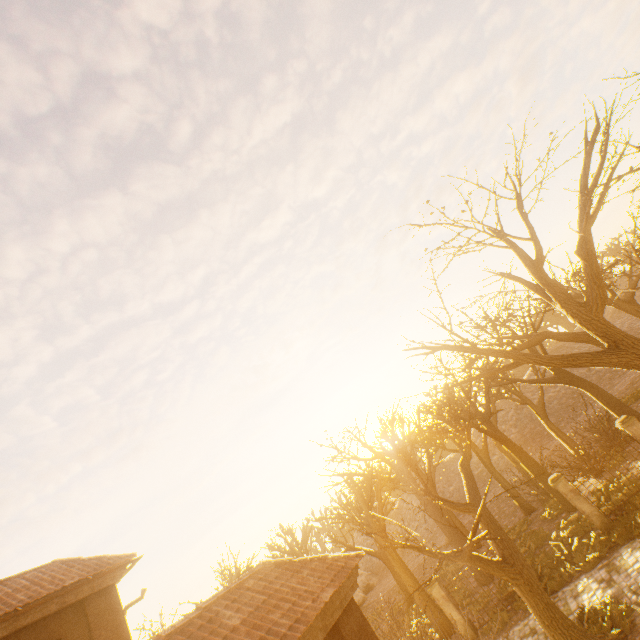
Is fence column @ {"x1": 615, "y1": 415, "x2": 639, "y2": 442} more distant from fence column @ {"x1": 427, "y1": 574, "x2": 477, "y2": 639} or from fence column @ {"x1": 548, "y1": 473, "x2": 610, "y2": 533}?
fence column @ {"x1": 427, "y1": 574, "x2": 477, "y2": 639}

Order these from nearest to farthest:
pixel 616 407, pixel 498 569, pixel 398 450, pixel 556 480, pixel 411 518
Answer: pixel 498 569 → pixel 556 480 → pixel 616 407 → pixel 398 450 → pixel 411 518

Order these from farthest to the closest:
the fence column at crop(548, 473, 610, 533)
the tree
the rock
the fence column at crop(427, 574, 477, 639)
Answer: the rock → the fence column at crop(427, 574, 477, 639) → the fence column at crop(548, 473, 610, 533) → the tree

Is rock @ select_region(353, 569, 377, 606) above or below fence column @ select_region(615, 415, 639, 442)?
below

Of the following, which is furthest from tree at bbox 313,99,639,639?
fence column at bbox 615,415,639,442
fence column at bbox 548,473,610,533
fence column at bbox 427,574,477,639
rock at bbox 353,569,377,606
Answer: rock at bbox 353,569,377,606

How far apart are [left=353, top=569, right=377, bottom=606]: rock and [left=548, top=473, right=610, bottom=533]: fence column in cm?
3464

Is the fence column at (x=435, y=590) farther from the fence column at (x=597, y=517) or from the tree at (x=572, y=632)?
the fence column at (x=597, y=517)

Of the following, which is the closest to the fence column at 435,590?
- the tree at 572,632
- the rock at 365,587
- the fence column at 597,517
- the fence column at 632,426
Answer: the tree at 572,632
